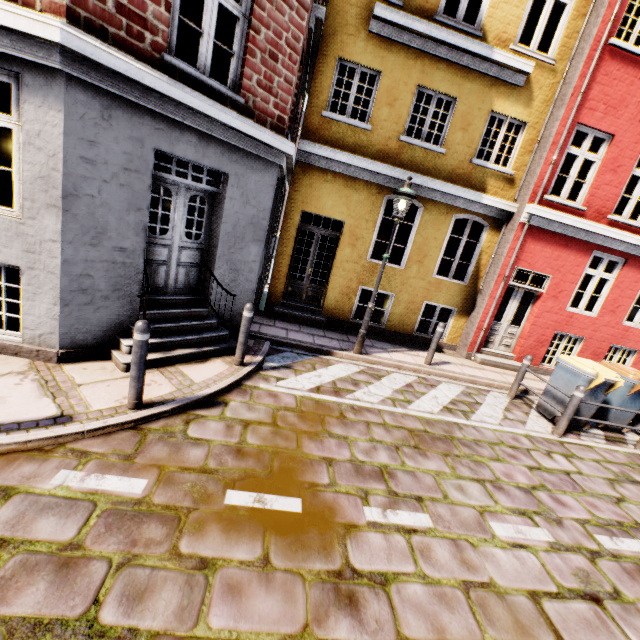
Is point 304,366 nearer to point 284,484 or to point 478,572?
point 284,484

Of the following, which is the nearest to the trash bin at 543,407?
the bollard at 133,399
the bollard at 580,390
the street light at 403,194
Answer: the bollard at 580,390

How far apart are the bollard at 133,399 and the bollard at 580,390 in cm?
726

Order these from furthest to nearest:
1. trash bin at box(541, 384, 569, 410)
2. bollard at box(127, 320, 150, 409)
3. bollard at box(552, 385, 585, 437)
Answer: trash bin at box(541, 384, 569, 410), bollard at box(552, 385, 585, 437), bollard at box(127, 320, 150, 409)

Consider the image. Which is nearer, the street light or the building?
the building

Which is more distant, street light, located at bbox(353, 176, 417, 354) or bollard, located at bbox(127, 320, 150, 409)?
street light, located at bbox(353, 176, 417, 354)

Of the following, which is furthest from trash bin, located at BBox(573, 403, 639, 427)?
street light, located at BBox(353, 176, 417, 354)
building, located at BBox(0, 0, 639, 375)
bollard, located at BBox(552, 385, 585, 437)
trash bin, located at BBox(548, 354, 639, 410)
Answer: building, located at BBox(0, 0, 639, 375)

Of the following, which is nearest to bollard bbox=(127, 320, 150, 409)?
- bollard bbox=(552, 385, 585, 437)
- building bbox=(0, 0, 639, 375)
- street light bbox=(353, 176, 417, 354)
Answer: street light bbox=(353, 176, 417, 354)
